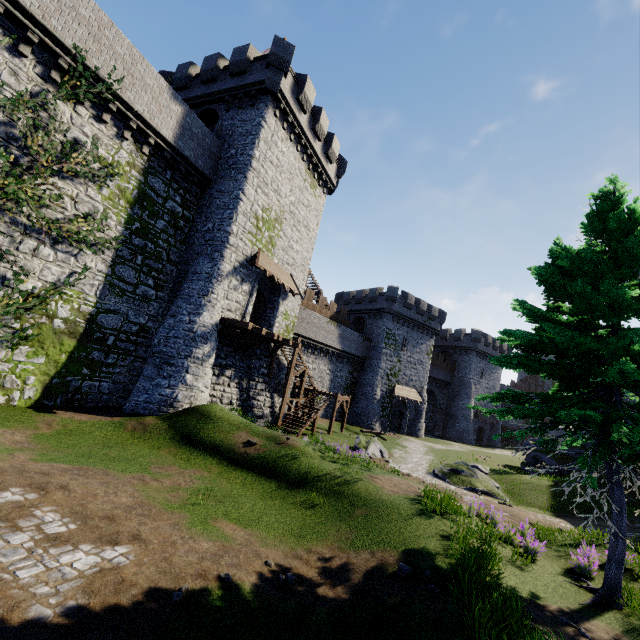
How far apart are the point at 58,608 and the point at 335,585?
4.71m

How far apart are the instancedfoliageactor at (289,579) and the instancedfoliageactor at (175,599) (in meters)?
1.80

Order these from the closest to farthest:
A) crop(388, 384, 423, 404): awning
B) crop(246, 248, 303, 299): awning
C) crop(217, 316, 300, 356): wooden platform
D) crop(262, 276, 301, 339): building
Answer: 1. crop(217, 316, 300, 356): wooden platform
2. crop(246, 248, 303, 299): awning
3. crop(262, 276, 301, 339): building
4. crop(388, 384, 423, 404): awning

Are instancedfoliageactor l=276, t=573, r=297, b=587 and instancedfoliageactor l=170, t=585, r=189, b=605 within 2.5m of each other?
yes

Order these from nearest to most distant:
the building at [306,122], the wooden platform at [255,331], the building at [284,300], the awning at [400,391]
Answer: the wooden platform at [255,331], the building at [306,122], the building at [284,300], the awning at [400,391]

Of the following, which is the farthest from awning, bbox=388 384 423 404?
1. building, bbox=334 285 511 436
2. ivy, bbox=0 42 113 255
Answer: ivy, bbox=0 42 113 255

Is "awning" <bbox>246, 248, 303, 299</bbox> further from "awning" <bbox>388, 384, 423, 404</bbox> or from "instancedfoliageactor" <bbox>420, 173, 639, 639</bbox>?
"awning" <bbox>388, 384, 423, 404</bbox>

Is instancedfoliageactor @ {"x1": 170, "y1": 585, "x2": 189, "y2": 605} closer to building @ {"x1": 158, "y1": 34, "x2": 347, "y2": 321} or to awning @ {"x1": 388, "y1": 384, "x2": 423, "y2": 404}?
building @ {"x1": 158, "y1": 34, "x2": 347, "y2": 321}
